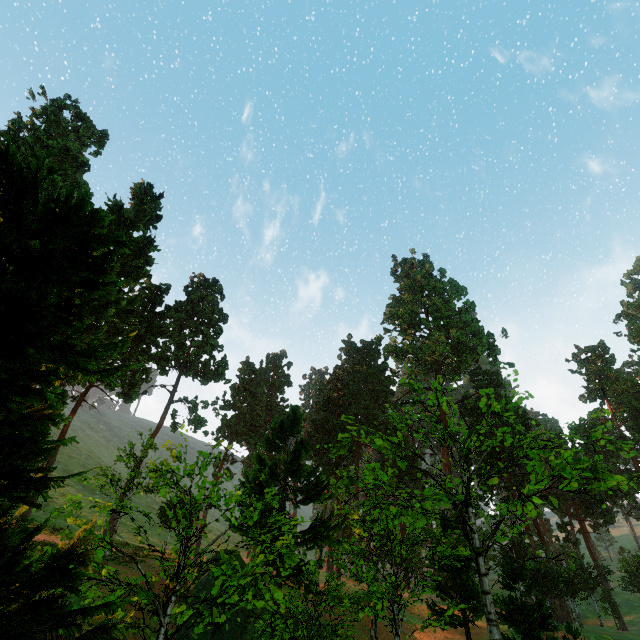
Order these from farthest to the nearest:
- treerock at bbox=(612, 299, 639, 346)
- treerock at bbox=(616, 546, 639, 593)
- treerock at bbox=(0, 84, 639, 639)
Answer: treerock at bbox=(612, 299, 639, 346), treerock at bbox=(616, 546, 639, 593), treerock at bbox=(0, 84, 639, 639)

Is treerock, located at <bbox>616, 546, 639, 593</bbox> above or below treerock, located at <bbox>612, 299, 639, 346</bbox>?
below

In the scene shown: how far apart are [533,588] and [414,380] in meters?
32.3 m

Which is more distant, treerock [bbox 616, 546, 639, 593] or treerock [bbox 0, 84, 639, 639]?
treerock [bbox 616, 546, 639, 593]

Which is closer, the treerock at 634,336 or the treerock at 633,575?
the treerock at 633,575
